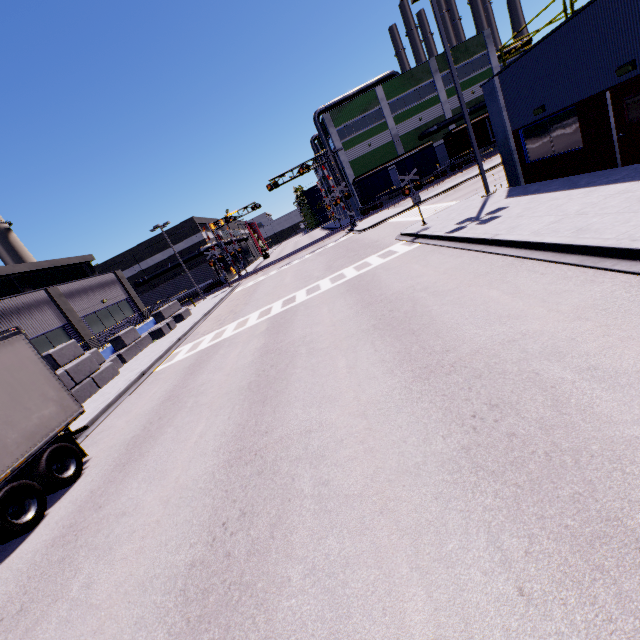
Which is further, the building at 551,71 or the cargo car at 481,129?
the cargo car at 481,129

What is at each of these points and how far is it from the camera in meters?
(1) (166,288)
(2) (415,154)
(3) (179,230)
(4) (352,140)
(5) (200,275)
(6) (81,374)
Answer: (1) cargo container, 46.0 m
(2) cargo car, 42.5 m
(3) building, 48.1 m
(4) building, 46.2 m
(5) cargo container, 45.8 m
(6) concrete block, 16.0 m

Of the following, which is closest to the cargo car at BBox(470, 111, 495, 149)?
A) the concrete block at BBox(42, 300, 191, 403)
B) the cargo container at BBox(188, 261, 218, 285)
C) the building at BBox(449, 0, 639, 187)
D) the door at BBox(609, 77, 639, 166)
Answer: the building at BBox(449, 0, 639, 187)

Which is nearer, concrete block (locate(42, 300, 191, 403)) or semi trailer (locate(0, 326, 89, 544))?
semi trailer (locate(0, 326, 89, 544))

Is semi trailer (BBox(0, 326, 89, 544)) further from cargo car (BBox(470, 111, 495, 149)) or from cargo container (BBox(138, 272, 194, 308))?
cargo container (BBox(138, 272, 194, 308))

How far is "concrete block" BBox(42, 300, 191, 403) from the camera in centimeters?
1561cm

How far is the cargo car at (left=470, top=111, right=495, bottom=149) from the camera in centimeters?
4178cm

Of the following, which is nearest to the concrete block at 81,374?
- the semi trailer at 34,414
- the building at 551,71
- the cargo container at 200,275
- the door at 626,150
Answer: the building at 551,71
